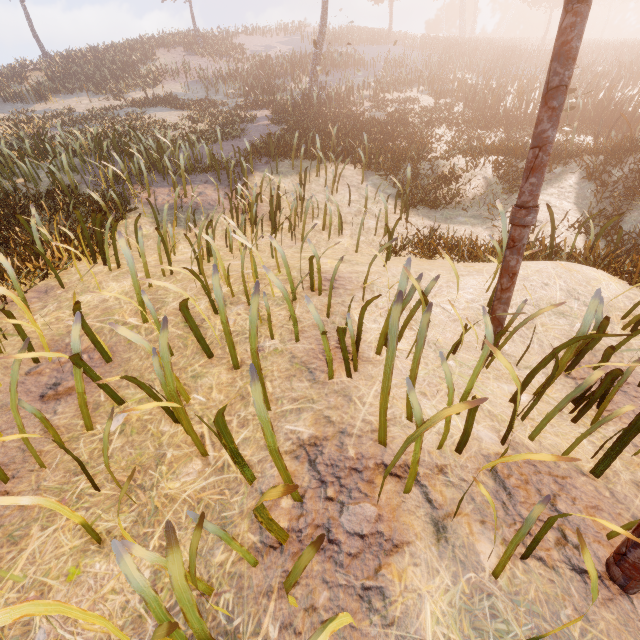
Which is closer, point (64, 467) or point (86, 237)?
point (64, 467)

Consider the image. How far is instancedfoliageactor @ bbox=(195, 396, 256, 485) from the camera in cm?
168

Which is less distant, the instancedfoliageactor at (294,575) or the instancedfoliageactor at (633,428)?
the instancedfoliageactor at (294,575)

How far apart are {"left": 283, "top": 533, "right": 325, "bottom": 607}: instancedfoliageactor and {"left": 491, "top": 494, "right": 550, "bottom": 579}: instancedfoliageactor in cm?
51

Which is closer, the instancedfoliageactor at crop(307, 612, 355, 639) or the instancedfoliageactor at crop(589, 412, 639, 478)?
the instancedfoliageactor at crop(307, 612, 355, 639)

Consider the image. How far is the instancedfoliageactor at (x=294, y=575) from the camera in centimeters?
121cm

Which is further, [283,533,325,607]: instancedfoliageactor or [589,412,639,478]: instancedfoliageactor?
[589,412,639,478]: instancedfoliageactor
